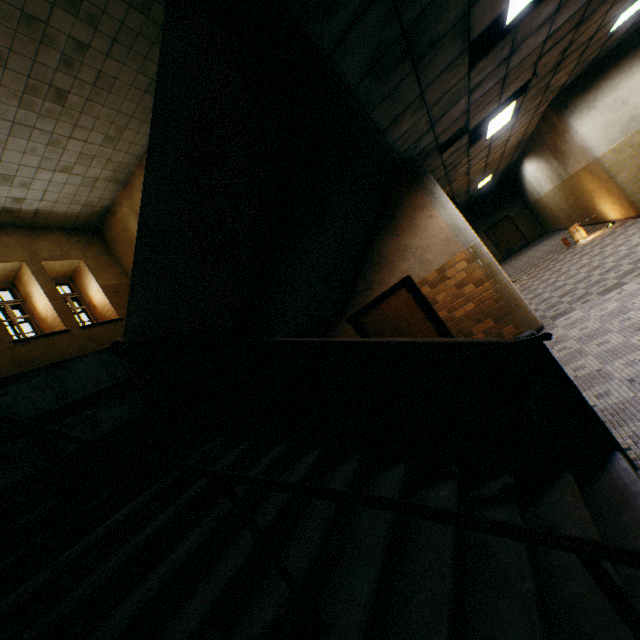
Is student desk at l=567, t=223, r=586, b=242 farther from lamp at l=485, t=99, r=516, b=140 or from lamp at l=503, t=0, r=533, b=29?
lamp at l=503, t=0, r=533, b=29

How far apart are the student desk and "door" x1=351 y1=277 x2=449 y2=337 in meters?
7.2

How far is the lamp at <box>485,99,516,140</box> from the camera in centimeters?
710cm

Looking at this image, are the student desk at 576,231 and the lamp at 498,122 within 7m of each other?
yes

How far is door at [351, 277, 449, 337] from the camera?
6.6m

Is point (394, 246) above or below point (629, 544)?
above

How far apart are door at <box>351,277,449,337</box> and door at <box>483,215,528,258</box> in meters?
17.0 m

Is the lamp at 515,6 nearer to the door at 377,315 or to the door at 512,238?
the door at 377,315
